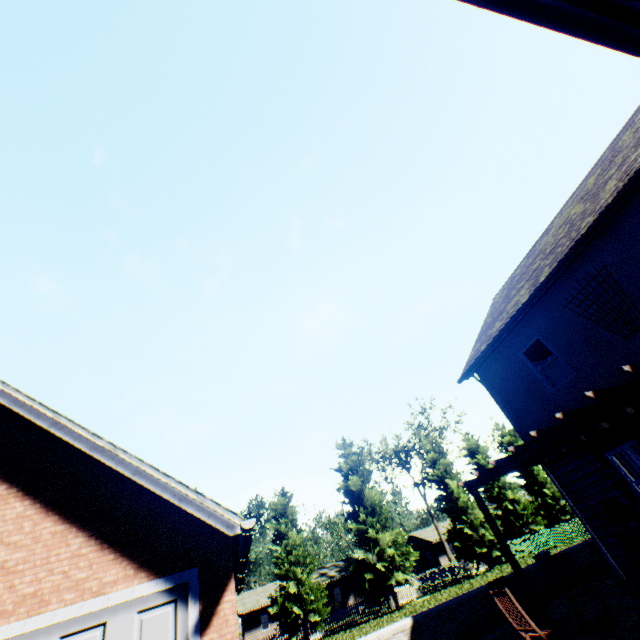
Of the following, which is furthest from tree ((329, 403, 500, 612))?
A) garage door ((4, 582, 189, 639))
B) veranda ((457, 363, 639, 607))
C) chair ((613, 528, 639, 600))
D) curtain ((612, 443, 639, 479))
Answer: chair ((613, 528, 639, 600))

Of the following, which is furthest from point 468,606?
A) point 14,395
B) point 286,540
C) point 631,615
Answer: point 286,540

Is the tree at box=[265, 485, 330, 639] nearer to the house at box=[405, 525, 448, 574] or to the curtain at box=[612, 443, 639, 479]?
the house at box=[405, 525, 448, 574]

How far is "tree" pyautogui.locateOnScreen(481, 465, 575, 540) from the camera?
31.9 meters

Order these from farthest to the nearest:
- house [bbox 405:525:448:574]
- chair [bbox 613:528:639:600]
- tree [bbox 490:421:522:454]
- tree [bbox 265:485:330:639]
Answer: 1. house [bbox 405:525:448:574]
2. tree [bbox 490:421:522:454]
3. tree [bbox 265:485:330:639]
4. chair [bbox 613:528:639:600]

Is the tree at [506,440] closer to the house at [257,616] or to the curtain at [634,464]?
the house at [257,616]

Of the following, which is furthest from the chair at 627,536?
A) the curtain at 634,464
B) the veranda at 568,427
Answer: the curtain at 634,464
